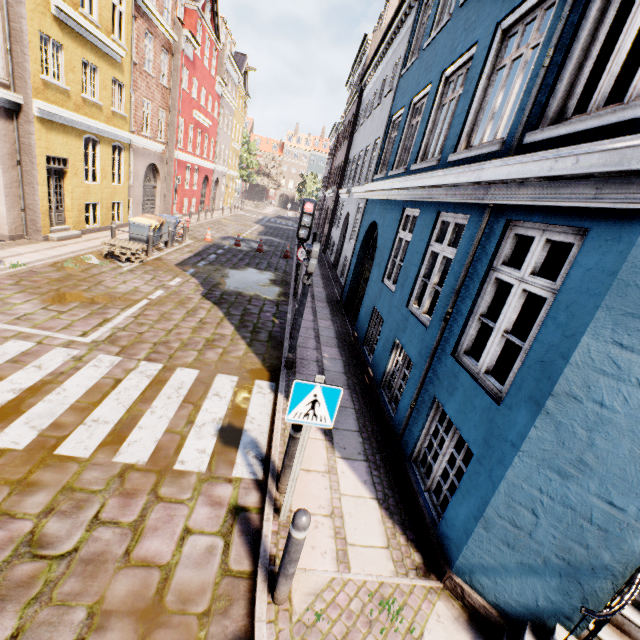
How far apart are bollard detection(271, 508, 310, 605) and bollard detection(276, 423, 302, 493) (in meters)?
1.04

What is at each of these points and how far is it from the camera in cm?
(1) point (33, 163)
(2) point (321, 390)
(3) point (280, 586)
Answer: (1) building, 1051
(2) sign, 312
(3) bollard, 292

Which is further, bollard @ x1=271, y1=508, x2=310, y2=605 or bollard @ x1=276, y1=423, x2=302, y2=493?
bollard @ x1=276, y1=423, x2=302, y2=493

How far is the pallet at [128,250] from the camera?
11.4 meters

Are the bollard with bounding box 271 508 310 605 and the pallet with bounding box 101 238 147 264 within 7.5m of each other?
no

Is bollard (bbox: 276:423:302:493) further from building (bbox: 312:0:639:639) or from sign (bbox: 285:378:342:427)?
building (bbox: 312:0:639:639)

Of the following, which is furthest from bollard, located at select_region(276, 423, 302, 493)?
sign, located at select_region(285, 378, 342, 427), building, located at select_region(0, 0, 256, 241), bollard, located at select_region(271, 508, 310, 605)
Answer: building, located at select_region(0, 0, 256, 241)

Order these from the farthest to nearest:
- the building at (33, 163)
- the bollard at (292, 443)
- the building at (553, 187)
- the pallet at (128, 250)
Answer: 1. the pallet at (128, 250)
2. the building at (33, 163)
3. the bollard at (292, 443)
4. the building at (553, 187)
